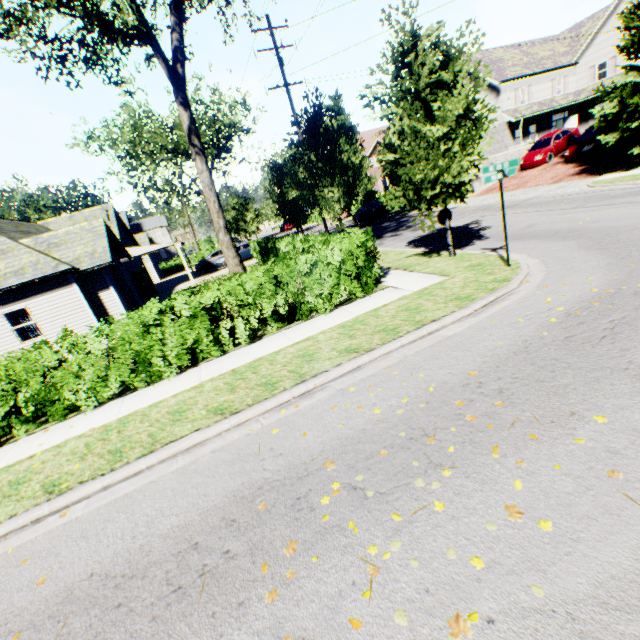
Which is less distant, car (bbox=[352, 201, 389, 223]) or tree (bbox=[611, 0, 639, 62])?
tree (bbox=[611, 0, 639, 62])

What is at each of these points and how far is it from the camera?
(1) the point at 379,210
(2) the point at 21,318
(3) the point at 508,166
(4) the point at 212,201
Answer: (1) car, 29.4 meters
(2) curtain, 14.4 meters
(3) sign, 7.1 meters
(4) tree, 13.2 meters

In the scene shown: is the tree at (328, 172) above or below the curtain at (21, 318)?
above

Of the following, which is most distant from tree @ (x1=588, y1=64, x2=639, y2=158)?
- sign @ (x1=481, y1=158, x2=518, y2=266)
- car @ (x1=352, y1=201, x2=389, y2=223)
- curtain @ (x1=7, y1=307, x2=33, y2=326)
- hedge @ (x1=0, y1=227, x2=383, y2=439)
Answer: curtain @ (x1=7, y1=307, x2=33, y2=326)

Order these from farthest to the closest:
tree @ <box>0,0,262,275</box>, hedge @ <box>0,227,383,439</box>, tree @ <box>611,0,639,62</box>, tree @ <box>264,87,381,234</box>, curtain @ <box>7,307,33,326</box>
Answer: tree @ <box>264,87,381,234</box>, curtain @ <box>7,307,33,326</box>, tree @ <box>611,0,639,62</box>, tree @ <box>0,0,262,275</box>, hedge @ <box>0,227,383,439</box>

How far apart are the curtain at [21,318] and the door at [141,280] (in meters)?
11.75

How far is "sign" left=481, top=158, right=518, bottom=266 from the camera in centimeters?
711cm

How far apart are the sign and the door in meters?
25.6
